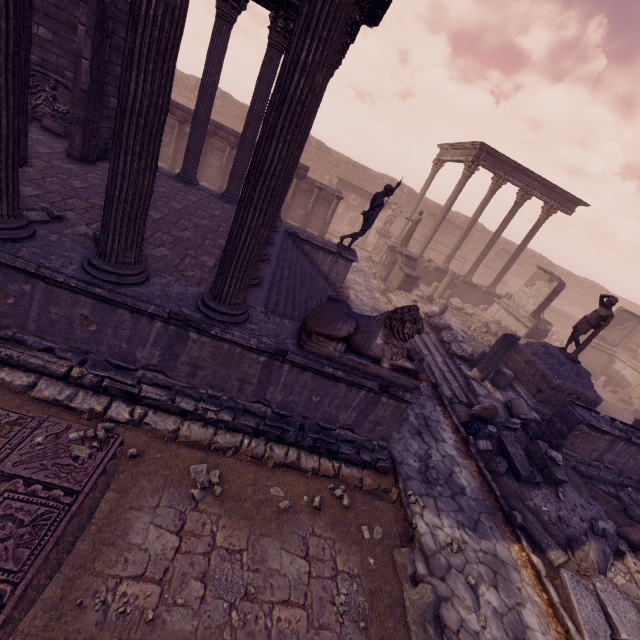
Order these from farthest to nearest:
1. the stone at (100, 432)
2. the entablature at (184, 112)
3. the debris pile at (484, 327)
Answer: the debris pile at (484, 327), the entablature at (184, 112), the stone at (100, 432)

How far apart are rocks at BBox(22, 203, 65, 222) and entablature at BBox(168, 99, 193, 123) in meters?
11.4 m

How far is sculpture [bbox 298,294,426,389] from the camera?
4.39m

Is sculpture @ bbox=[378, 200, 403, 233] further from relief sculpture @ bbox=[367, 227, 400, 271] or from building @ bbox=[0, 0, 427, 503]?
building @ bbox=[0, 0, 427, 503]

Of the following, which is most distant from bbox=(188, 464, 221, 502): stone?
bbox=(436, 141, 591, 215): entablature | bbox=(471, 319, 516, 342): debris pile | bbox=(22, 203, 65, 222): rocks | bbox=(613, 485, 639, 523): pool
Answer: bbox=(436, 141, 591, 215): entablature

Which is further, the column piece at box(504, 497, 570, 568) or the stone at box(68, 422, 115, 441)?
the column piece at box(504, 497, 570, 568)

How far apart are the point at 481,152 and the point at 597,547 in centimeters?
1741cm

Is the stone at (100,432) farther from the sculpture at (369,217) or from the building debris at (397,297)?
the sculpture at (369,217)
